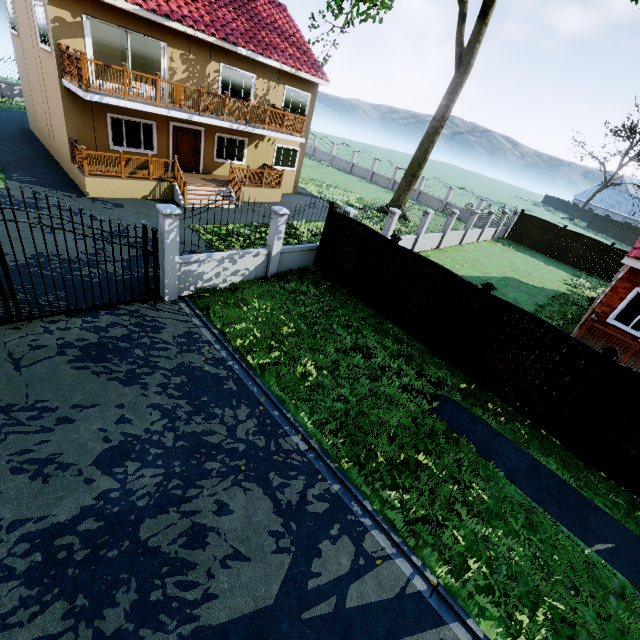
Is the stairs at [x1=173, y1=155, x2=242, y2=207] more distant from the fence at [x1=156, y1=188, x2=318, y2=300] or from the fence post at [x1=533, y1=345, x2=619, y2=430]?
the fence post at [x1=533, y1=345, x2=619, y2=430]

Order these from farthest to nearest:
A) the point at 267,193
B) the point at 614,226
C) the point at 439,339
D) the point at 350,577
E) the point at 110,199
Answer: the point at 614,226 → the point at 267,193 → the point at 110,199 → the point at 439,339 → the point at 350,577

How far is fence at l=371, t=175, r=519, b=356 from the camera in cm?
887

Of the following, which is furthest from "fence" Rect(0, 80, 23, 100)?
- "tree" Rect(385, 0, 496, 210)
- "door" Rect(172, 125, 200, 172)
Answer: "door" Rect(172, 125, 200, 172)

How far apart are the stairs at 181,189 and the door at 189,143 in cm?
194

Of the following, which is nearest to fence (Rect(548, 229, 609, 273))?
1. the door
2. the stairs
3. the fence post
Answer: the fence post

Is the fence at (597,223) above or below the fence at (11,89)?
above

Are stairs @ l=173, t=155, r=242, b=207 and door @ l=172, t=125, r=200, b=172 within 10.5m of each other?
yes
